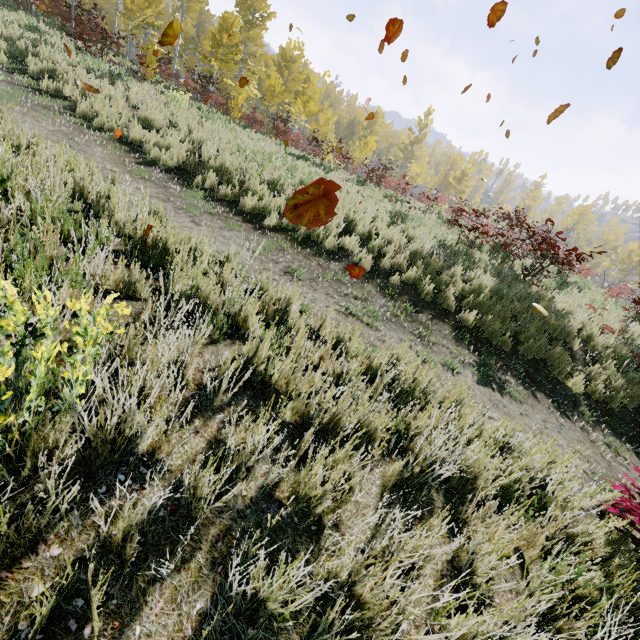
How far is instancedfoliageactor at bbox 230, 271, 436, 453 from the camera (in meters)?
2.38

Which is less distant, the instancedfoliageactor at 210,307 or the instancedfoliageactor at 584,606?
the instancedfoliageactor at 584,606

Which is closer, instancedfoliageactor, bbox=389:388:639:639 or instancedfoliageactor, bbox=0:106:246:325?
instancedfoliageactor, bbox=389:388:639:639

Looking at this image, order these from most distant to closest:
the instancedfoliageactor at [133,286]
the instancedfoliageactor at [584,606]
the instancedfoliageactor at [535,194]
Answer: the instancedfoliageactor at [535,194] < the instancedfoliageactor at [133,286] < the instancedfoliageactor at [584,606]

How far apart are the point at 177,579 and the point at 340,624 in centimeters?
76cm

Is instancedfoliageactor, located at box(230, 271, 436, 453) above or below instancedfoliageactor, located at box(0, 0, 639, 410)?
below
